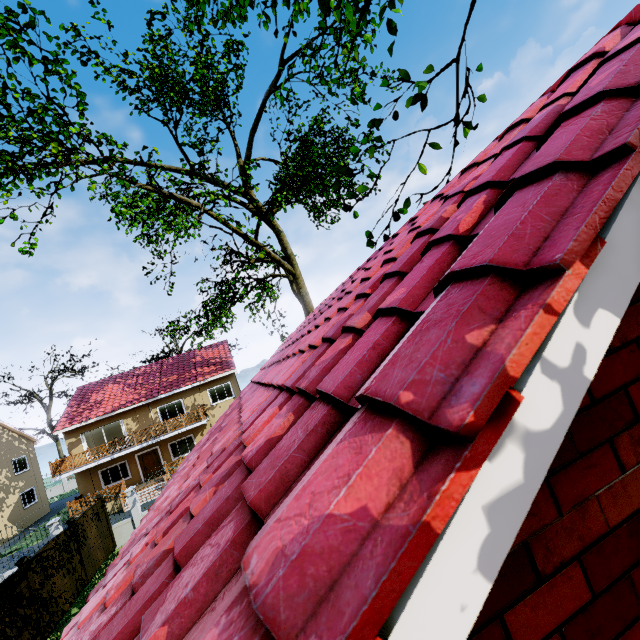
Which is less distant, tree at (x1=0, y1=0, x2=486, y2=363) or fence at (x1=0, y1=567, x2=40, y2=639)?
tree at (x1=0, y1=0, x2=486, y2=363)

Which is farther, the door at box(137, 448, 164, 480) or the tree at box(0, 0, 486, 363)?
the door at box(137, 448, 164, 480)

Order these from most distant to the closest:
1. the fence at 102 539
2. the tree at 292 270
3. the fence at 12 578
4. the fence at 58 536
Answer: the fence at 102 539 < the fence at 58 536 < the fence at 12 578 < the tree at 292 270

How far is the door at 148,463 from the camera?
24.9m

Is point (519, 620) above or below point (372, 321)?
below

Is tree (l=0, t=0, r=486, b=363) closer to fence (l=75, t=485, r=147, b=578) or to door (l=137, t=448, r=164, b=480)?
fence (l=75, t=485, r=147, b=578)

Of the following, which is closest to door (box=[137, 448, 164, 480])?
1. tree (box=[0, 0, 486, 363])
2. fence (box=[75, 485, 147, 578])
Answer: fence (box=[75, 485, 147, 578])
